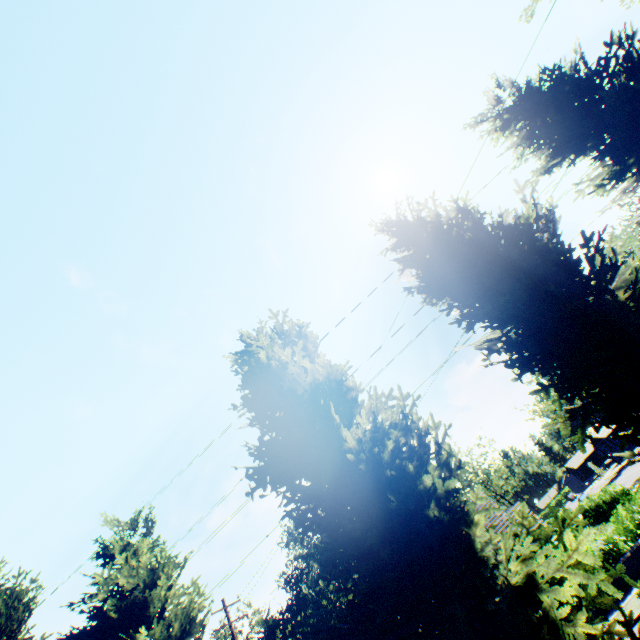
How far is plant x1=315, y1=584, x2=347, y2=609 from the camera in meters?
55.8 m

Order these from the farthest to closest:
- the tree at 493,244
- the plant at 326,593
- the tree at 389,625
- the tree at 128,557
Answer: the plant at 326,593 < the tree at 128,557 < the tree at 493,244 < the tree at 389,625

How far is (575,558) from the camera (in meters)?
4.67

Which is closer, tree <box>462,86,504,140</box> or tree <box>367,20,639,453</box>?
tree <box>367,20,639,453</box>

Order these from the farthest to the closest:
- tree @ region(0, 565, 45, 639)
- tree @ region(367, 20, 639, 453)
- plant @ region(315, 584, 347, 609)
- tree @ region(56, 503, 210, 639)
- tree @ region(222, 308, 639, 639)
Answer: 1. plant @ region(315, 584, 347, 609)
2. tree @ region(0, 565, 45, 639)
3. tree @ region(56, 503, 210, 639)
4. tree @ region(367, 20, 639, 453)
5. tree @ region(222, 308, 639, 639)

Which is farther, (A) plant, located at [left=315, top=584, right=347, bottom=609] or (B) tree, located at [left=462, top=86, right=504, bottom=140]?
Answer: (A) plant, located at [left=315, top=584, right=347, bottom=609]

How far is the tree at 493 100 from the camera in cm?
1031

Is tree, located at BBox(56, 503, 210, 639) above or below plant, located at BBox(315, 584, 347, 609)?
below
